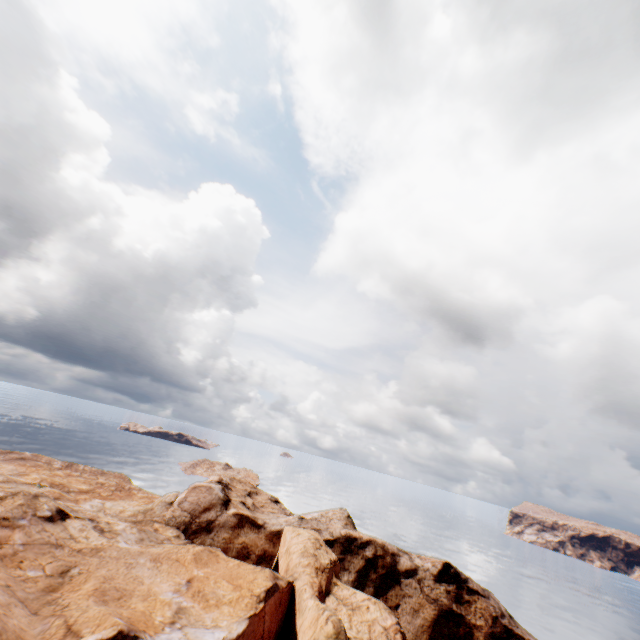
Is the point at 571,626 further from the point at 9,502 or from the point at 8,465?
the point at 8,465
